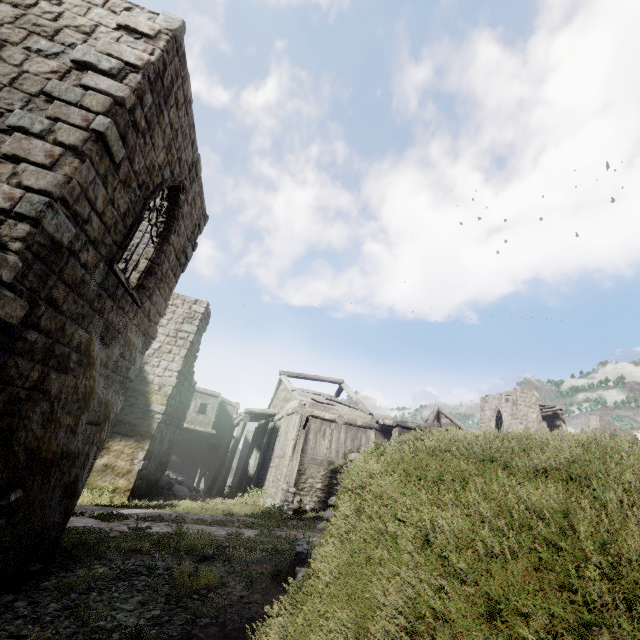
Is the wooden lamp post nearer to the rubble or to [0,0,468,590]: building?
[0,0,468,590]: building

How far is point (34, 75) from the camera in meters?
5.0 m

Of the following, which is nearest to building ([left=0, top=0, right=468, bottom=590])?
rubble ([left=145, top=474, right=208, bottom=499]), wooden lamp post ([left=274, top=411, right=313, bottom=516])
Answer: rubble ([left=145, top=474, right=208, bottom=499])

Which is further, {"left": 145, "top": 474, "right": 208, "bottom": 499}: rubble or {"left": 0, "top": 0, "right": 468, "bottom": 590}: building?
{"left": 145, "top": 474, "right": 208, "bottom": 499}: rubble

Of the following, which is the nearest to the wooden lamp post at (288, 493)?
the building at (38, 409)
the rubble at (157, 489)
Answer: the building at (38, 409)

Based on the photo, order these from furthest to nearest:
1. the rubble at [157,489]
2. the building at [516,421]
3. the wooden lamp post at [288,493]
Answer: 1. the building at [516,421]
2. the rubble at [157,489]
3. the wooden lamp post at [288,493]
